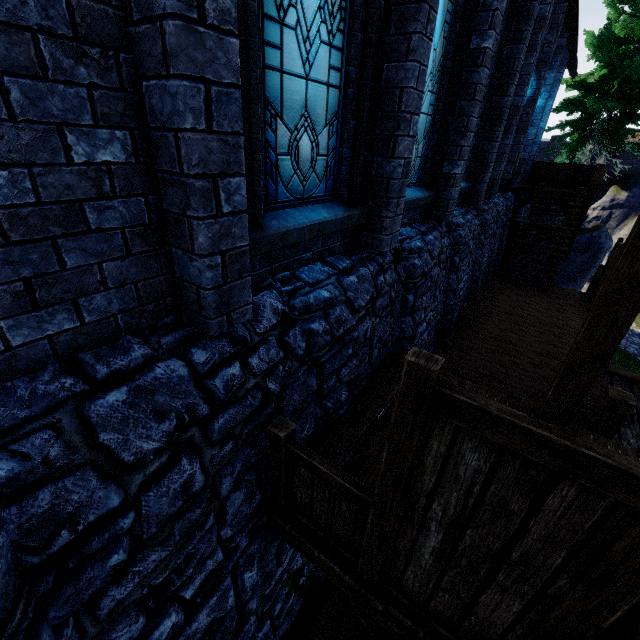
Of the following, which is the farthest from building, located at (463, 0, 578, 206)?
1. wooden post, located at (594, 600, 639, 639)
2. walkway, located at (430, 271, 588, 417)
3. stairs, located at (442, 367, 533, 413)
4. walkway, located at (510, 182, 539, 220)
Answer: walkway, located at (430, 271, 588, 417)

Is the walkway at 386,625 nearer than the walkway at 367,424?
Yes

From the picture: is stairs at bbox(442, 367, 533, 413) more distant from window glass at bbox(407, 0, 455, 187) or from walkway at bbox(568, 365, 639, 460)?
window glass at bbox(407, 0, 455, 187)

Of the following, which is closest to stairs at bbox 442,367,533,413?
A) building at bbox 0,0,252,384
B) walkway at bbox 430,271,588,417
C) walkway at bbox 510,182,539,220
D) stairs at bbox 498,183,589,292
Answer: walkway at bbox 430,271,588,417

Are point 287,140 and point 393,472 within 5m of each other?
yes

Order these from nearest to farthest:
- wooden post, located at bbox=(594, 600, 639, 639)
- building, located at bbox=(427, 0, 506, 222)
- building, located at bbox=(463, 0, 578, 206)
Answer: wooden post, located at bbox=(594, 600, 639, 639) < building, located at bbox=(427, 0, 506, 222) < building, located at bbox=(463, 0, 578, 206)

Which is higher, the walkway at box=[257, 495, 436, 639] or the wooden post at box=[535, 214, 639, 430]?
the wooden post at box=[535, 214, 639, 430]

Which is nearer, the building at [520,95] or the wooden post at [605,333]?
the wooden post at [605,333]
